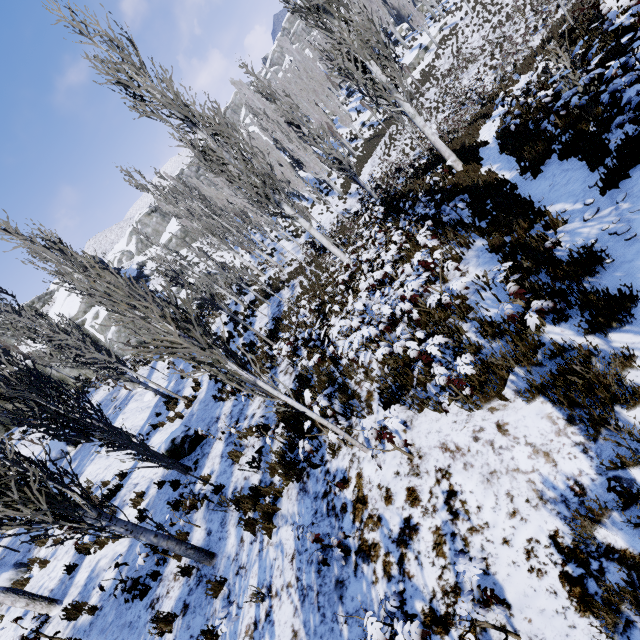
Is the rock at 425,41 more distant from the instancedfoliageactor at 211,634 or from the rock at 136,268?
the rock at 136,268

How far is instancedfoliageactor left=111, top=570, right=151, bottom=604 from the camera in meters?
6.4

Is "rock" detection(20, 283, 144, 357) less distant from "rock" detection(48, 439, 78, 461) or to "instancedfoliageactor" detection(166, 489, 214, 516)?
"instancedfoliageactor" detection(166, 489, 214, 516)

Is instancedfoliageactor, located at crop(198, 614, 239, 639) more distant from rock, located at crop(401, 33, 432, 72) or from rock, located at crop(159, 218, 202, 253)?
rock, located at crop(159, 218, 202, 253)

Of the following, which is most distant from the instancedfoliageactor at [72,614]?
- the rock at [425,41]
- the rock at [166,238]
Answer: the rock at [166,238]

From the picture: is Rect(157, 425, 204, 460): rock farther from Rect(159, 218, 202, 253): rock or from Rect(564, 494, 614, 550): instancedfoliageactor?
Rect(159, 218, 202, 253): rock

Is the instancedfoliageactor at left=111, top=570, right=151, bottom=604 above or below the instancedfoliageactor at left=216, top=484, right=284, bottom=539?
above

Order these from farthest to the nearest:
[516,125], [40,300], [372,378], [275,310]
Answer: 1. [40,300]
2. [275,310]
3. [516,125]
4. [372,378]
